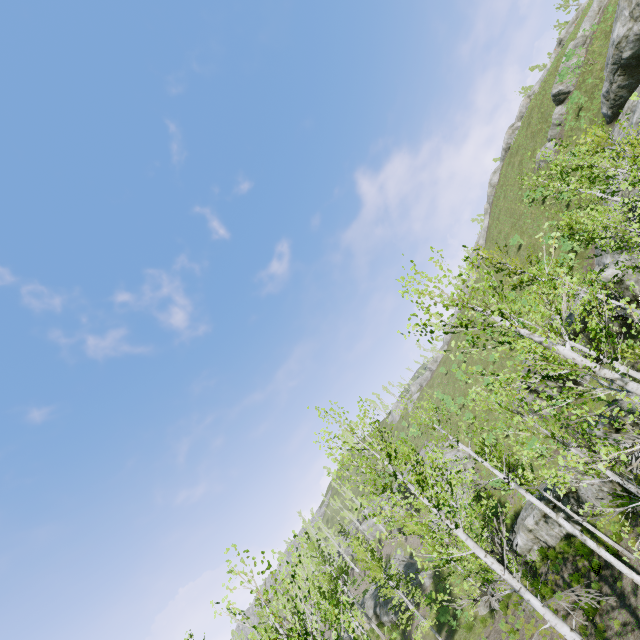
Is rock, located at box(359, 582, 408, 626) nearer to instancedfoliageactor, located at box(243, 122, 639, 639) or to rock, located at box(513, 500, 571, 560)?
instancedfoliageactor, located at box(243, 122, 639, 639)

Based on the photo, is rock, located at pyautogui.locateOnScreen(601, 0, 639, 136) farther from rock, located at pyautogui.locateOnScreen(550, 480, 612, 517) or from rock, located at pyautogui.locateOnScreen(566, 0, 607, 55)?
rock, located at pyautogui.locateOnScreen(550, 480, 612, 517)

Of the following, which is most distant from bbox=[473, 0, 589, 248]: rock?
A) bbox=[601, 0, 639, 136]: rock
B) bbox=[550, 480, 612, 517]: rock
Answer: bbox=[550, 480, 612, 517]: rock

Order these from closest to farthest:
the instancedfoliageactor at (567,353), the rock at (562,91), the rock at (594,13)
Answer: the instancedfoliageactor at (567,353) → the rock at (594,13) → the rock at (562,91)

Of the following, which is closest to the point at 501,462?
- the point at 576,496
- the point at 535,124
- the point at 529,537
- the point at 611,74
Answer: the point at 576,496

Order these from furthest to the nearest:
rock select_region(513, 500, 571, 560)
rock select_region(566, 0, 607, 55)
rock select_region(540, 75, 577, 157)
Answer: rock select_region(540, 75, 577, 157) < rock select_region(566, 0, 607, 55) < rock select_region(513, 500, 571, 560)

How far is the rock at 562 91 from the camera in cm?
3204

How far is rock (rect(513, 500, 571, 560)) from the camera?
19.3m
